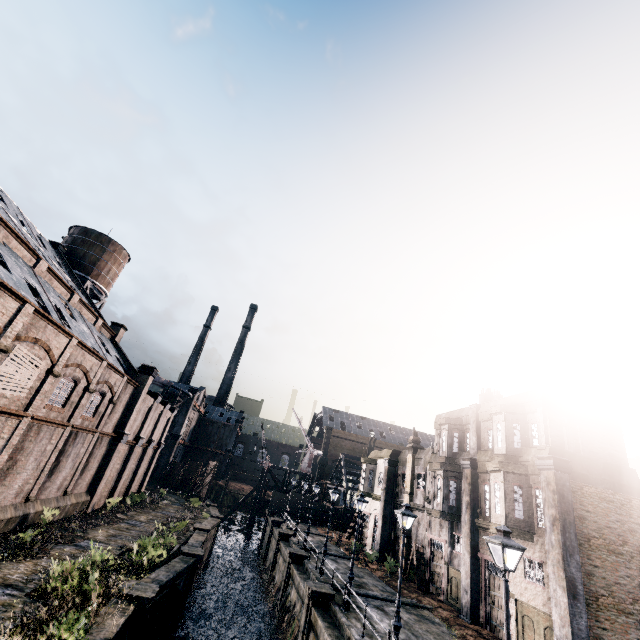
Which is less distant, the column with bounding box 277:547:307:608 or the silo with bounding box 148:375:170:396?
the column with bounding box 277:547:307:608

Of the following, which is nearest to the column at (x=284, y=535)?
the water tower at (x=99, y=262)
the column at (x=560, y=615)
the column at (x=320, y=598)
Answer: the column at (x=320, y=598)

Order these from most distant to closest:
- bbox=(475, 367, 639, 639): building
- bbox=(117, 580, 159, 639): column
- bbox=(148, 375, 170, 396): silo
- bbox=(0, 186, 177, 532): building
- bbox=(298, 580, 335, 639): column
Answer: bbox=(148, 375, 170, 396): silo
bbox=(298, 580, 335, 639): column
bbox=(475, 367, 639, 639): building
bbox=(0, 186, 177, 532): building
bbox=(117, 580, 159, 639): column

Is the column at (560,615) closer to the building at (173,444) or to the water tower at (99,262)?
the building at (173,444)

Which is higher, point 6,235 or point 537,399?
point 6,235

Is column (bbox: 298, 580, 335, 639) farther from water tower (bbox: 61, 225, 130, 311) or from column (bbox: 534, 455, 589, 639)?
water tower (bbox: 61, 225, 130, 311)

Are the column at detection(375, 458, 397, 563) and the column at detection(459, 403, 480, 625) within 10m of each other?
no

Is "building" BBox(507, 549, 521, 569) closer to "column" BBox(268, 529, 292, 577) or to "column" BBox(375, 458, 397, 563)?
"column" BBox(375, 458, 397, 563)
